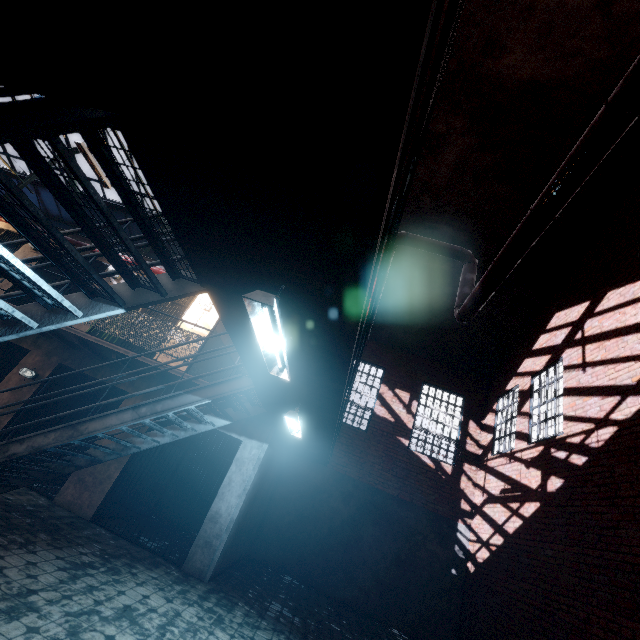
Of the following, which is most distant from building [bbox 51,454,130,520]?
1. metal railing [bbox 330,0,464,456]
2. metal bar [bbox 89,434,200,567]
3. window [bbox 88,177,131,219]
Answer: window [bbox 88,177,131,219]

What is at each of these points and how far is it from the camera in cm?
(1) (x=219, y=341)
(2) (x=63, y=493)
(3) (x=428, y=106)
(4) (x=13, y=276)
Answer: (1) building, 943
(2) building, 647
(3) metal railing, 196
(4) stair, 218

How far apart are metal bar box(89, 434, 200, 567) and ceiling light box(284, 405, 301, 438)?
2.5m

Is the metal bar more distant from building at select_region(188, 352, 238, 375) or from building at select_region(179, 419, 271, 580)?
building at select_region(188, 352, 238, 375)

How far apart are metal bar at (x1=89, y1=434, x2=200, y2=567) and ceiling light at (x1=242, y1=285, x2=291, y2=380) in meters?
4.9

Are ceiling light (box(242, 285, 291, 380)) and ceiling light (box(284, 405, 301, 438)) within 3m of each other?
yes

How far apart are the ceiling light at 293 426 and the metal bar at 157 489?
2.5 meters

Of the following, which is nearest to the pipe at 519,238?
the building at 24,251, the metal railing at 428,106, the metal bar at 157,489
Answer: the building at 24,251
